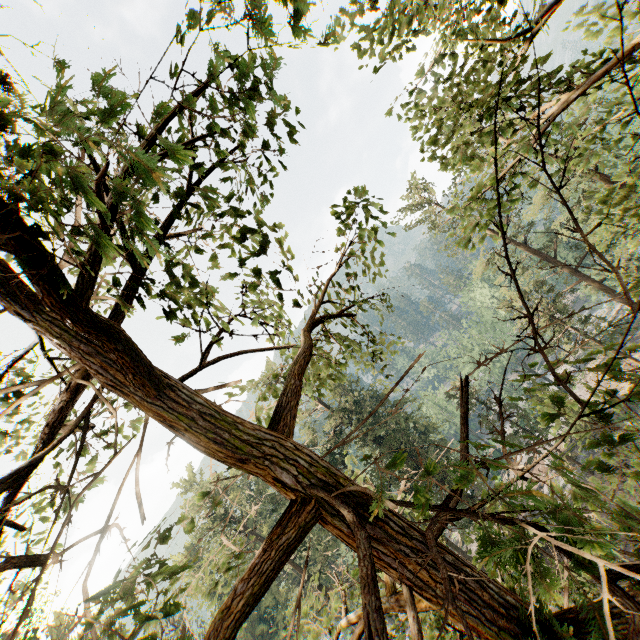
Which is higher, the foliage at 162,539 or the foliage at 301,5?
the foliage at 301,5

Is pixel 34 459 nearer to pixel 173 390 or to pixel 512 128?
pixel 173 390

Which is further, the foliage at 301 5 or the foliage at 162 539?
the foliage at 162 539

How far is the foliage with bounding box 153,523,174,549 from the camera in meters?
2.7

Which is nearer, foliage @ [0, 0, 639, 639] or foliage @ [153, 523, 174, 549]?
foliage @ [0, 0, 639, 639]

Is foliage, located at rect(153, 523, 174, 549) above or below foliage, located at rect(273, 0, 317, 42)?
below
